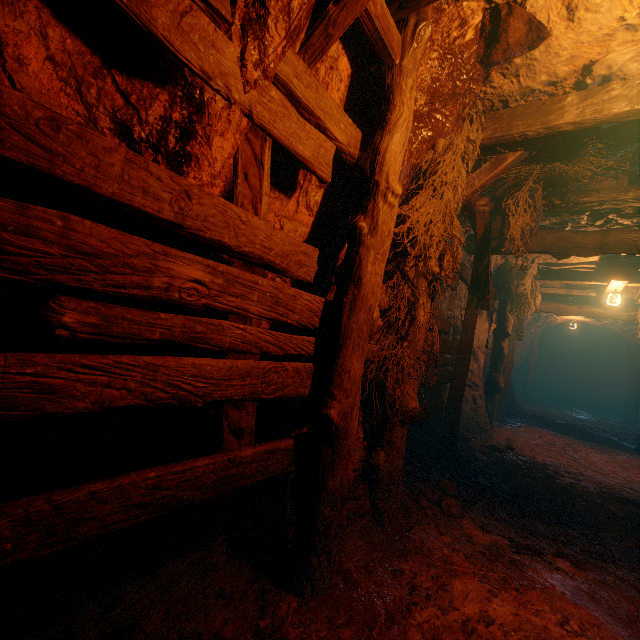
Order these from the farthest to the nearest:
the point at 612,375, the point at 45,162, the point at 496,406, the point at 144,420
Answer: the point at 612,375
the point at 496,406
the point at 144,420
the point at 45,162

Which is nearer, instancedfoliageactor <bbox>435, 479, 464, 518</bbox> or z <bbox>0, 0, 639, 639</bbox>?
z <bbox>0, 0, 639, 639</bbox>

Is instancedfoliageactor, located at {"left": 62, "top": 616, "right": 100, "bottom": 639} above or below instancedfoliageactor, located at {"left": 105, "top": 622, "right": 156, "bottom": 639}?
below

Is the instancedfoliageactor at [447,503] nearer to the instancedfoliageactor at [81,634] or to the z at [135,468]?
the z at [135,468]

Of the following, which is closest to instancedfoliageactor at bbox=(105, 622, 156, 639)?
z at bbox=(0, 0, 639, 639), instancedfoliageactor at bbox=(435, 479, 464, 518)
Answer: z at bbox=(0, 0, 639, 639)

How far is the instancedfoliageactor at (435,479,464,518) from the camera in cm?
354
